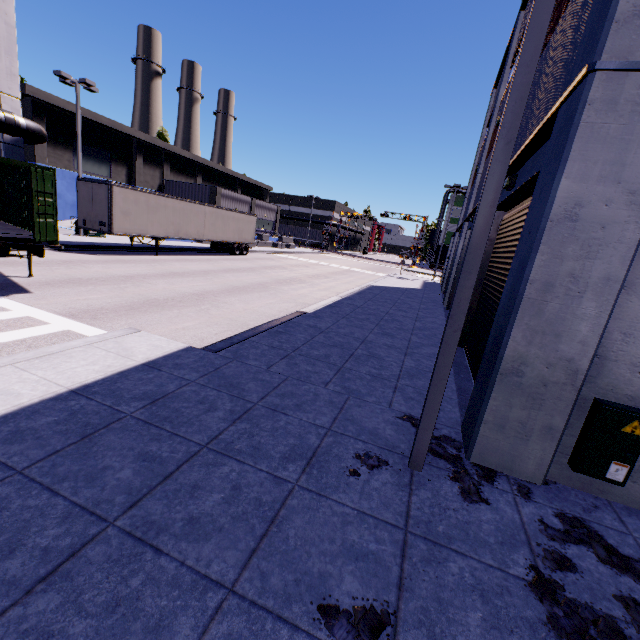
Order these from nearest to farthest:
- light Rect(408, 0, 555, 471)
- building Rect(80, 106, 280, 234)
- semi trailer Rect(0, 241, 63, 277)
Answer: light Rect(408, 0, 555, 471)
semi trailer Rect(0, 241, 63, 277)
building Rect(80, 106, 280, 234)

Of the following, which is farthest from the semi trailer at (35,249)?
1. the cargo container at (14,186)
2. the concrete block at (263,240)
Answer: the concrete block at (263,240)

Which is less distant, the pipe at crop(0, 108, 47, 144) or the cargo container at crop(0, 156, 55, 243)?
the cargo container at crop(0, 156, 55, 243)

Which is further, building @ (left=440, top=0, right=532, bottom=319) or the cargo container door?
building @ (left=440, top=0, right=532, bottom=319)

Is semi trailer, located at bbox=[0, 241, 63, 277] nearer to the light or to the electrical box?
the light

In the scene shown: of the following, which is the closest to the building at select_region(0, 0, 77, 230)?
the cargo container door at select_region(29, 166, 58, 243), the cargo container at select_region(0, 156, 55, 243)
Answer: the cargo container at select_region(0, 156, 55, 243)

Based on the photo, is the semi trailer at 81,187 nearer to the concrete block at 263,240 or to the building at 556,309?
the building at 556,309

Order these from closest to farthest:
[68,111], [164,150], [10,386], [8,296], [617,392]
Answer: [617,392]
[10,386]
[8,296]
[68,111]
[164,150]
